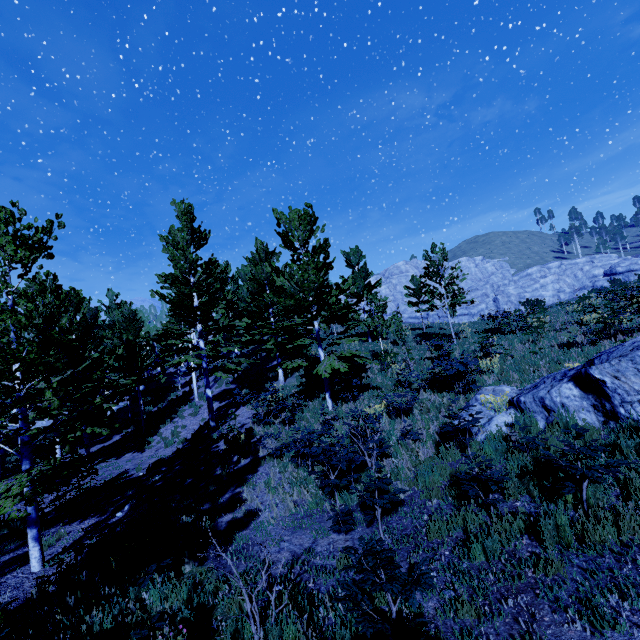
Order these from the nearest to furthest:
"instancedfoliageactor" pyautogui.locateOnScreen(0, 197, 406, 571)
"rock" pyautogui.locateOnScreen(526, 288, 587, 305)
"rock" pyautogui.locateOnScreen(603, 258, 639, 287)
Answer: "instancedfoliageactor" pyautogui.locateOnScreen(0, 197, 406, 571) → "rock" pyautogui.locateOnScreen(603, 258, 639, 287) → "rock" pyautogui.locateOnScreen(526, 288, 587, 305)

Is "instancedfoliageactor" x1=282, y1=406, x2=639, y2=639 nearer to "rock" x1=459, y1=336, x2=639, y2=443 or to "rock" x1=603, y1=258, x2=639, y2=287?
"rock" x1=459, y1=336, x2=639, y2=443

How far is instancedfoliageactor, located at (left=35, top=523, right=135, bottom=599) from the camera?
5.5 meters

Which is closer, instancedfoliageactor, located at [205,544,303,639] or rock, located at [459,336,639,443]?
instancedfoliageactor, located at [205,544,303,639]

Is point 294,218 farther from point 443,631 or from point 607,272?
point 607,272

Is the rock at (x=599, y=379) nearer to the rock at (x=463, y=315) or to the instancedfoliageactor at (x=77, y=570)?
the instancedfoliageactor at (x=77, y=570)

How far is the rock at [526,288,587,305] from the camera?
57.8 meters
